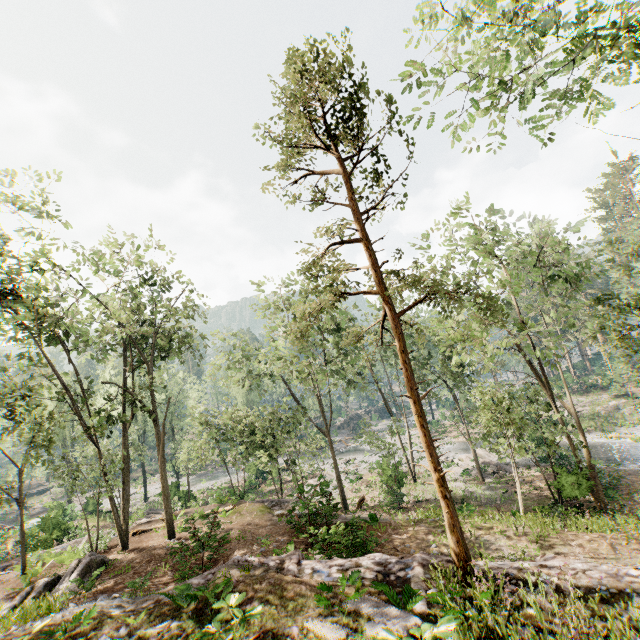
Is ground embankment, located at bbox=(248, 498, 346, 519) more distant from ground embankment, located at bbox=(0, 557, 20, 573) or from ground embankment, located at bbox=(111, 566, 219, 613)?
ground embankment, located at bbox=(111, 566, 219, 613)

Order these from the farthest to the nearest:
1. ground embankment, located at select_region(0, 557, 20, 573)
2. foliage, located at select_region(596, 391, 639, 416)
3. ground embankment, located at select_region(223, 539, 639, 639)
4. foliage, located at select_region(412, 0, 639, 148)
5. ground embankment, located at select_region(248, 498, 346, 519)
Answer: foliage, located at select_region(596, 391, 639, 416) → ground embankment, located at select_region(0, 557, 20, 573) → ground embankment, located at select_region(248, 498, 346, 519) → foliage, located at select_region(412, 0, 639, 148) → ground embankment, located at select_region(223, 539, 639, 639)

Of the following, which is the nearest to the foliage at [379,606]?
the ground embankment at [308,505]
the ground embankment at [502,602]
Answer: the ground embankment at [308,505]

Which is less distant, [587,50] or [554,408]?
[587,50]

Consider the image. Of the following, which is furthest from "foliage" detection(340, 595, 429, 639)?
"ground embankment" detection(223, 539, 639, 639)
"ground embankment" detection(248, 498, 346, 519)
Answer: "ground embankment" detection(223, 539, 639, 639)

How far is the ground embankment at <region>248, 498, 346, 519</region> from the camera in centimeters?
1450cm

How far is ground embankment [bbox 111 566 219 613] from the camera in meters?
7.3 m
